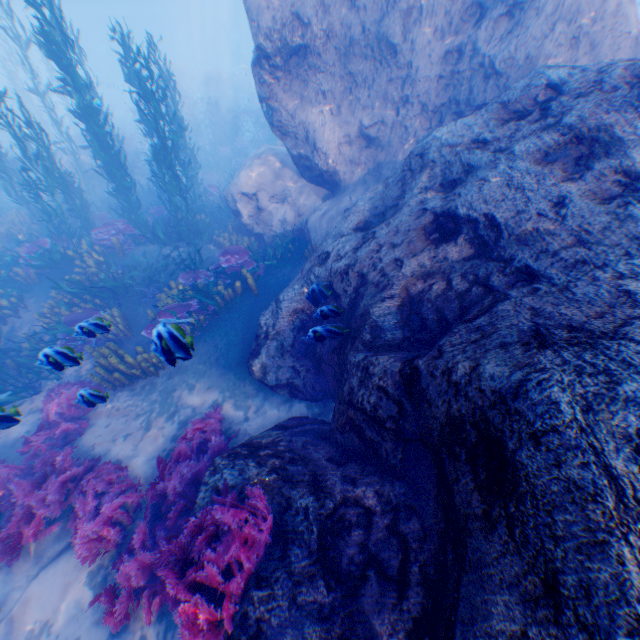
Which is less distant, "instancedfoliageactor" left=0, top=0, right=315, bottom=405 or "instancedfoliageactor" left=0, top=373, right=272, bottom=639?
"instancedfoliageactor" left=0, top=373, right=272, bottom=639

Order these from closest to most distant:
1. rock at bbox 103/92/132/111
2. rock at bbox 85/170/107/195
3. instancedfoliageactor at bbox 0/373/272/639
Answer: instancedfoliageactor at bbox 0/373/272/639 < rock at bbox 85/170/107/195 < rock at bbox 103/92/132/111

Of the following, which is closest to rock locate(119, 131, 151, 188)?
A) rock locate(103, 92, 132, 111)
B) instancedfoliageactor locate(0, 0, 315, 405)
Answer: instancedfoliageactor locate(0, 0, 315, 405)

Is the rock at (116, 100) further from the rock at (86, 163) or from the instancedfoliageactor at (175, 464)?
the instancedfoliageactor at (175, 464)

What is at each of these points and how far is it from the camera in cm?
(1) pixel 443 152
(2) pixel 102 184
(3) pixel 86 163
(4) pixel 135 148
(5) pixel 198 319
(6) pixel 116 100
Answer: (1) rock, 581
(2) rock, 1822
(3) rock, 1758
(4) rock, 2172
(5) instancedfoliageactor, 808
(6) rock, 4806

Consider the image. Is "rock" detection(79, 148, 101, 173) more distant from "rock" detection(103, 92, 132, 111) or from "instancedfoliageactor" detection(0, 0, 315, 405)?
"rock" detection(103, 92, 132, 111)

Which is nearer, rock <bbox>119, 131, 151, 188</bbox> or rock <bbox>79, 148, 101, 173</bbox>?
rock <bbox>79, 148, 101, 173</bbox>
